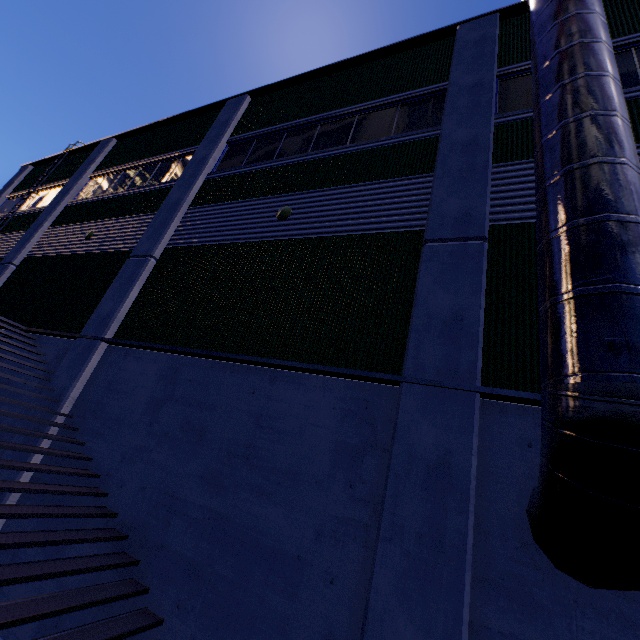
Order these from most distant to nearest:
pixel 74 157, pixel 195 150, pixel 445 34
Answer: pixel 74 157, pixel 195 150, pixel 445 34

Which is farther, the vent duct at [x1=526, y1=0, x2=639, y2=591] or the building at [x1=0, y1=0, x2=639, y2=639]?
the building at [x1=0, y1=0, x2=639, y2=639]

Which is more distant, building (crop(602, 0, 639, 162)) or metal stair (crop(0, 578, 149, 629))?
building (crop(602, 0, 639, 162))

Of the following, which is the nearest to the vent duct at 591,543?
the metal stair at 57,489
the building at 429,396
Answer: the building at 429,396

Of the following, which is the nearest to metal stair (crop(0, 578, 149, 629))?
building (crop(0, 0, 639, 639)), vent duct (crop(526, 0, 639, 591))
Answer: building (crop(0, 0, 639, 639))
